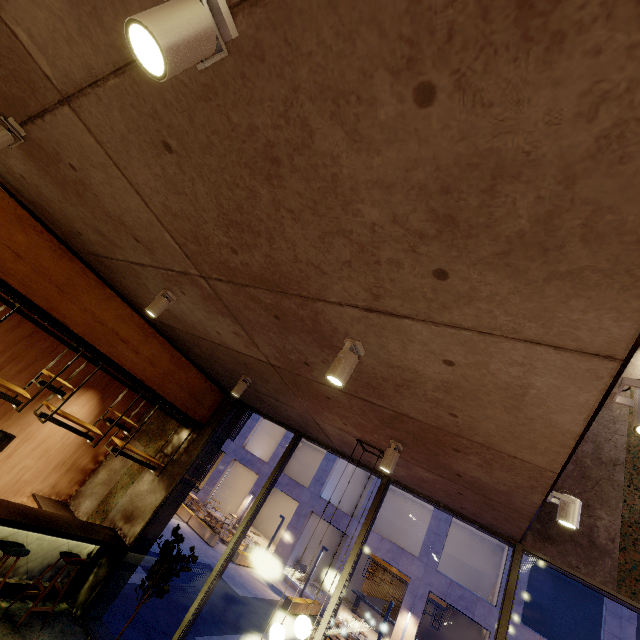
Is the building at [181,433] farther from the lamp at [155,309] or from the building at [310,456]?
the building at [310,456]

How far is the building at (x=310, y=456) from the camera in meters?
20.8 m

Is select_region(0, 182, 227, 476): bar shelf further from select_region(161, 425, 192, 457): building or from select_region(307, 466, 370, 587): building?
select_region(307, 466, 370, 587): building

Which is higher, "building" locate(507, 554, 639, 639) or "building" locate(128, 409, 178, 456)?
"building" locate(507, 554, 639, 639)

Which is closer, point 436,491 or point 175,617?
point 436,491

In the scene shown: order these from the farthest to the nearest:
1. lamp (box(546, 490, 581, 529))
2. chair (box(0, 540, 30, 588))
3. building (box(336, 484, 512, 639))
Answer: building (box(336, 484, 512, 639))
chair (box(0, 540, 30, 588))
lamp (box(546, 490, 581, 529))

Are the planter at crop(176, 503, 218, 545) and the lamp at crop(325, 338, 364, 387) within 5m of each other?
no

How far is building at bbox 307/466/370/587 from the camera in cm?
2067
